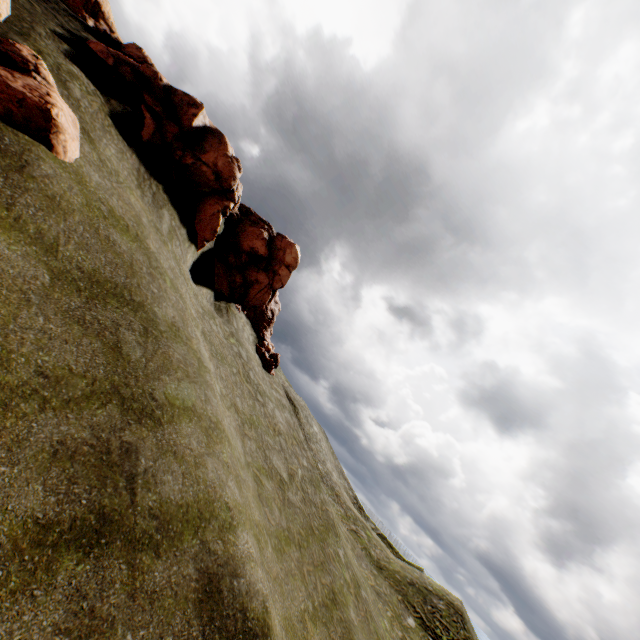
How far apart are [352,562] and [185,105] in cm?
3520

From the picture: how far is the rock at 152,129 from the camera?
16.7 meters

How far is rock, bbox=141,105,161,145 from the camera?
16.66m

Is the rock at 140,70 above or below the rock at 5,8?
above

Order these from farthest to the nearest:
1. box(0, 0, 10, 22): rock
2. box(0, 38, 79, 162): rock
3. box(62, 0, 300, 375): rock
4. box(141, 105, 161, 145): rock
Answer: box(62, 0, 300, 375): rock
box(141, 105, 161, 145): rock
box(0, 0, 10, 22): rock
box(0, 38, 79, 162): rock

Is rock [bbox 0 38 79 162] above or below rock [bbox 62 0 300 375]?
below

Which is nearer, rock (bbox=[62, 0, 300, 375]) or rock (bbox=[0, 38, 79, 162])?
rock (bbox=[0, 38, 79, 162])
